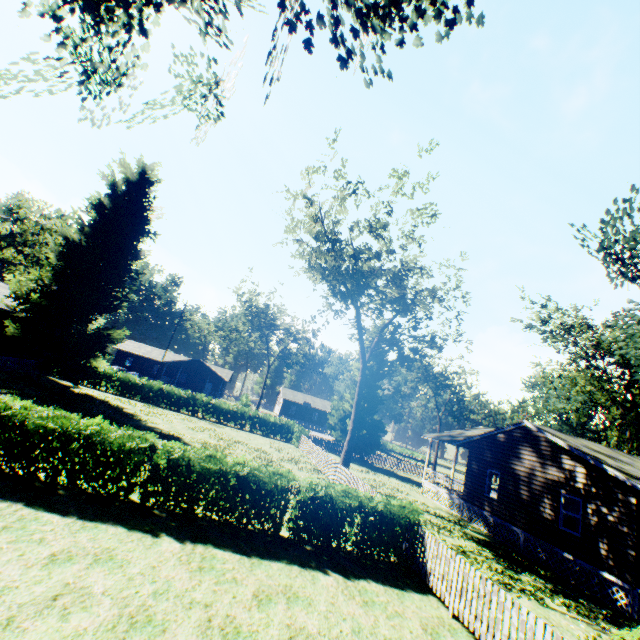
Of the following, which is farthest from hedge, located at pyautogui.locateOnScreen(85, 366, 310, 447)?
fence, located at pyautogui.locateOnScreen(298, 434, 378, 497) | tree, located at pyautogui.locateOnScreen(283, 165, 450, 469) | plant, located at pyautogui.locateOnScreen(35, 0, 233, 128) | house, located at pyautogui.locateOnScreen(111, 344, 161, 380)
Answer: house, located at pyautogui.locateOnScreen(111, 344, 161, 380)

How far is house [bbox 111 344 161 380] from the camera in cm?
5881

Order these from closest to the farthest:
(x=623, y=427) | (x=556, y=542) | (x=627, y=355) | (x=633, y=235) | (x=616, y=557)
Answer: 1. (x=616, y=557)
2. (x=633, y=235)
3. (x=556, y=542)
4. (x=627, y=355)
5. (x=623, y=427)

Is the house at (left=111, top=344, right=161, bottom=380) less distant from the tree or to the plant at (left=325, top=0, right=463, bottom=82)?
the plant at (left=325, top=0, right=463, bottom=82)

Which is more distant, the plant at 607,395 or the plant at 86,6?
the plant at 607,395

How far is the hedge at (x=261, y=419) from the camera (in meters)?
31.77

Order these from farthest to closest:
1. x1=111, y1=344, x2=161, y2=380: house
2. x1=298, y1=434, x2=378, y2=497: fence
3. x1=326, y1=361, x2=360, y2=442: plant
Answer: x1=111, y1=344, x2=161, y2=380: house → x1=326, y1=361, x2=360, y2=442: plant → x1=298, y1=434, x2=378, y2=497: fence

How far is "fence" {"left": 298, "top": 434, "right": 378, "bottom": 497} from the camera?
16.0m
